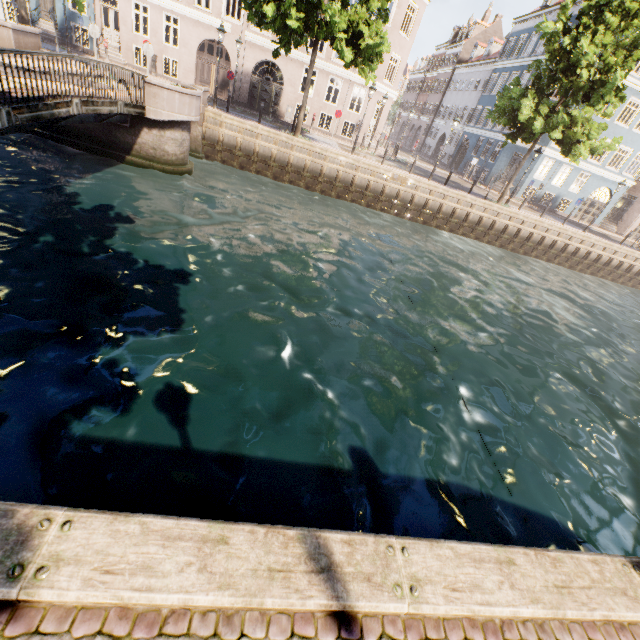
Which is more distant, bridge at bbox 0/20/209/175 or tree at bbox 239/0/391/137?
tree at bbox 239/0/391/137

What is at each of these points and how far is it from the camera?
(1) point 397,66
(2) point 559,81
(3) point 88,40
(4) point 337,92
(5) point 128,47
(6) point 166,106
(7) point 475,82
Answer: (1) building, 25.5 meters
(2) tree, 18.0 meters
(3) building, 27.5 meters
(4) building, 34.9 meters
(5) building, 22.9 meters
(6) bridge, 12.8 meters
(7) building, 38.0 meters

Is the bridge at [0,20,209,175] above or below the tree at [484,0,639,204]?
below

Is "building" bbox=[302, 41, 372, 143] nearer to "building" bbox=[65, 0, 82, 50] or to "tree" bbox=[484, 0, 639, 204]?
"tree" bbox=[484, 0, 639, 204]

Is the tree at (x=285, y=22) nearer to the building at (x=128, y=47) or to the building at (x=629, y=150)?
the building at (x=128, y=47)

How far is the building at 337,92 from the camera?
23.92m

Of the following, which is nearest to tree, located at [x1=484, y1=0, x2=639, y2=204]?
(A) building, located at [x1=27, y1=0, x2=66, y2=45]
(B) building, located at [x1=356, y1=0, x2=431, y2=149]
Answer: (A) building, located at [x1=27, y1=0, x2=66, y2=45]
